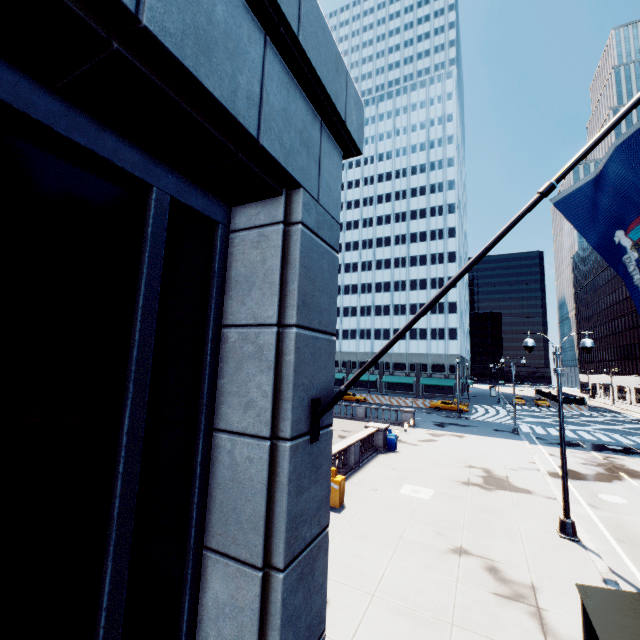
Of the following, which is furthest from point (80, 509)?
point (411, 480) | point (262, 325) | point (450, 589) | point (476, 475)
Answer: point (476, 475)

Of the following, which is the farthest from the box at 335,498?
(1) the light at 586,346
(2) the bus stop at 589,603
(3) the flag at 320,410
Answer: (3) the flag at 320,410

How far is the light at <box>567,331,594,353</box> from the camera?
12.07m

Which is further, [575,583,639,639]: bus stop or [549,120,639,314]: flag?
[575,583,639,639]: bus stop

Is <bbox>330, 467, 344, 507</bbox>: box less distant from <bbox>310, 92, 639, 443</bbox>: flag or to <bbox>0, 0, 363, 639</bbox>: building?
<bbox>0, 0, 363, 639</bbox>: building

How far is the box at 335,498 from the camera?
13.29m

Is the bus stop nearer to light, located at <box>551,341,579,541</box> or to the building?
the building
